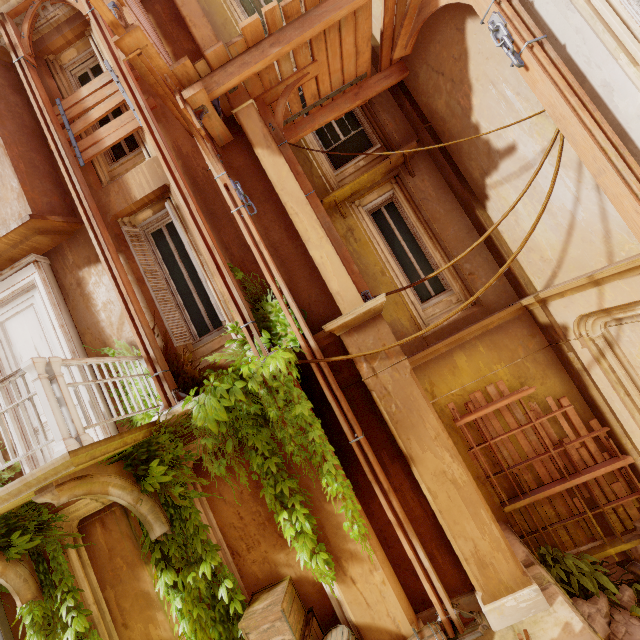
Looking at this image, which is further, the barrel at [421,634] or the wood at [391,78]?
the wood at [391,78]

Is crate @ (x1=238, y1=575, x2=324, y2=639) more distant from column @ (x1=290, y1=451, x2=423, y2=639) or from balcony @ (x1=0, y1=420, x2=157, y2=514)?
balcony @ (x1=0, y1=420, x2=157, y2=514)

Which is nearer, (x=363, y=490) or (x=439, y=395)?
(x=363, y=490)

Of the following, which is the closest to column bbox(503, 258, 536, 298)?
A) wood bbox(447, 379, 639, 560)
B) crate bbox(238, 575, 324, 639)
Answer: wood bbox(447, 379, 639, 560)

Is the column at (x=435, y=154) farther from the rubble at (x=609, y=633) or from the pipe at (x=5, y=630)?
the pipe at (x=5, y=630)

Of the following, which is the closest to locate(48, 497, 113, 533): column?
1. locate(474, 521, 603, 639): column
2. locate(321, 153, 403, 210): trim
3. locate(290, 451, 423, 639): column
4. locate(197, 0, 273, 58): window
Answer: locate(290, 451, 423, 639): column

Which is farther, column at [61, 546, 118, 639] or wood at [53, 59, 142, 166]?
wood at [53, 59, 142, 166]

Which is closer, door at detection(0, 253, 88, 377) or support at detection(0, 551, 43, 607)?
support at detection(0, 551, 43, 607)
